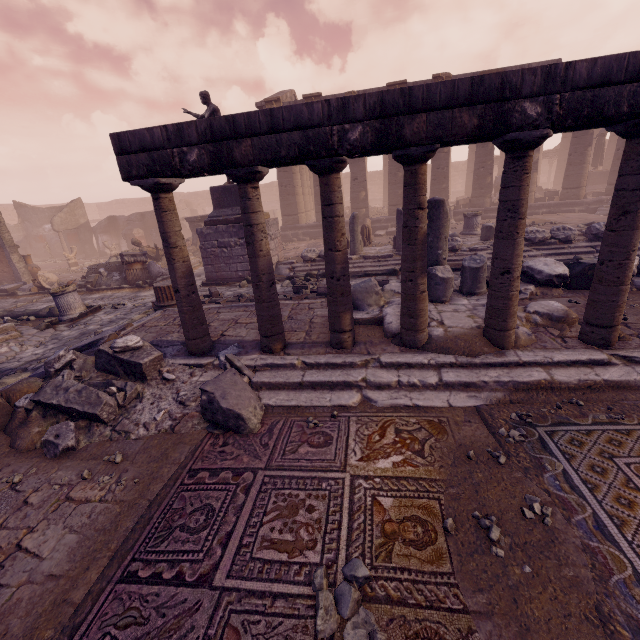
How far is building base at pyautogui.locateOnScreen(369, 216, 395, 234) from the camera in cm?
1872

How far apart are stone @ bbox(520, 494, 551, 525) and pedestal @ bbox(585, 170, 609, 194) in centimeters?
2562cm

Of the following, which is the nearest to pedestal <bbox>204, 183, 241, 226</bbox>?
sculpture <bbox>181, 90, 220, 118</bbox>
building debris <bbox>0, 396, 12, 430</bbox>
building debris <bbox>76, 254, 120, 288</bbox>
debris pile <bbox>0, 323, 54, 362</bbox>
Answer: sculpture <bbox>181, 90, 220, 118</bbox>

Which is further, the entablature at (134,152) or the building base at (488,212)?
the building base at (488,212)

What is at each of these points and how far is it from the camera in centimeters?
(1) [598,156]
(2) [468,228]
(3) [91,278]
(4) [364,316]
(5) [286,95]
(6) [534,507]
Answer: (1) sculpture, 2048cm
(2) column base, 1338cm
(3) building debris, 1270cm
(4) building debris, 561cm
(5) pediment, 1991cm
(6) stone, 238cm

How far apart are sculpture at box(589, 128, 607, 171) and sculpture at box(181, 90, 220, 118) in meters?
22.8

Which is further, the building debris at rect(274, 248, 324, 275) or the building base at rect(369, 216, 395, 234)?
the building base at rect(369, 216, 395, 234)

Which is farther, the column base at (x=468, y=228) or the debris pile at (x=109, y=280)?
the column base at (x=468, y=228)
